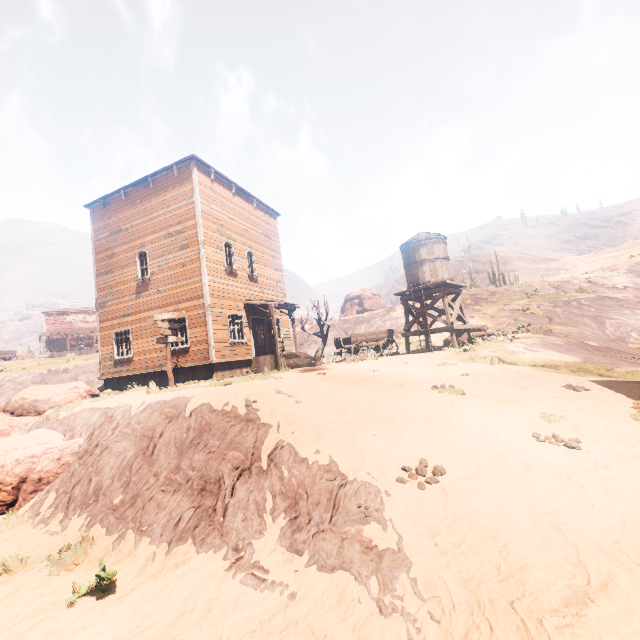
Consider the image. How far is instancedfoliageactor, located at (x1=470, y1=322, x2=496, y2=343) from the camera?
17.0m

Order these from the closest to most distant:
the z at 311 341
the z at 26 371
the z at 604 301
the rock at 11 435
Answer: the z at 604 301, the rock at 11 435, the z at 26 371, the z at 311 341

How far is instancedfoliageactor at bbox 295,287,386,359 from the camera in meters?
22.8 m

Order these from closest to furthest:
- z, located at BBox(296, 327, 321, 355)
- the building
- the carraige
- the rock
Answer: the rock
the building
the carraige
z, located at BBox(296, 327, 321, 355)

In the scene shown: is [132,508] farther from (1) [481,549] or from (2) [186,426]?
(1) [481,549]

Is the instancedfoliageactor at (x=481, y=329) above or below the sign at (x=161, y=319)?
below

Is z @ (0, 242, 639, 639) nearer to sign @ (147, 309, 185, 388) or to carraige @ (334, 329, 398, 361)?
sign @ (147, 309, 185, 388)

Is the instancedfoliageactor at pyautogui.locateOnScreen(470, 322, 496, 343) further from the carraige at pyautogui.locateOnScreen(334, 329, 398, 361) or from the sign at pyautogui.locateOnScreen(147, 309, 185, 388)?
the carraige at pyautogui.locateOnScreen(334, 329, 398, 361)
